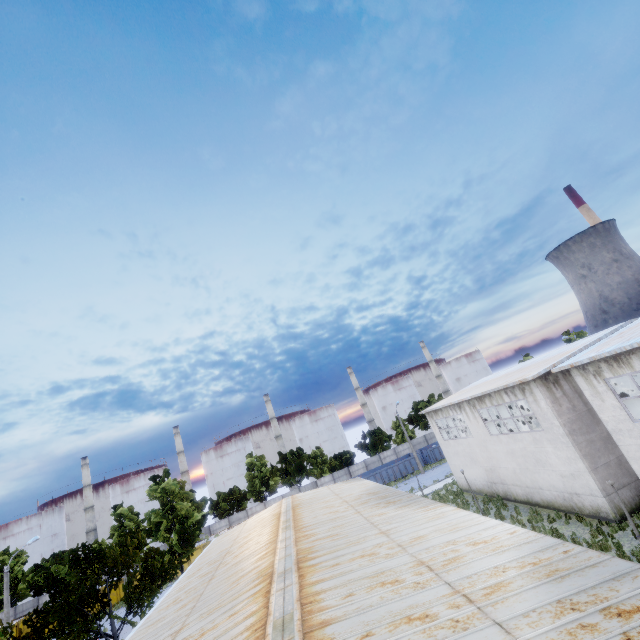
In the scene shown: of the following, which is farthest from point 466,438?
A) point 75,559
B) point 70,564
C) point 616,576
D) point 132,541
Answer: point 70,564

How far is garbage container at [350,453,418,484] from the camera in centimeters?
4731cm

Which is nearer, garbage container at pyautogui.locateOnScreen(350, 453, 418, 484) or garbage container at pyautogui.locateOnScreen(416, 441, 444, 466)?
garbage container at pyautogui.locateOnScreen(350, 453, 418, 484)

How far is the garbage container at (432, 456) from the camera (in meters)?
49.00

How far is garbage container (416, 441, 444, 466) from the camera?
49.0 meters

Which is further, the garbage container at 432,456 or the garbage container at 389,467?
the garbage container at 432,456
